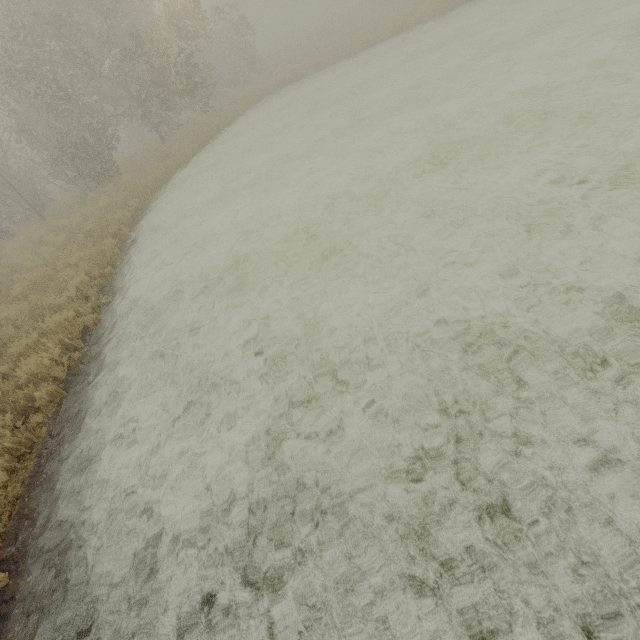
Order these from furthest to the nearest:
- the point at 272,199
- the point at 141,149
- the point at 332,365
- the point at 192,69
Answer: the point at 141,149 → the point at 192,69 → the point at 272,199 → the point at 332,365
